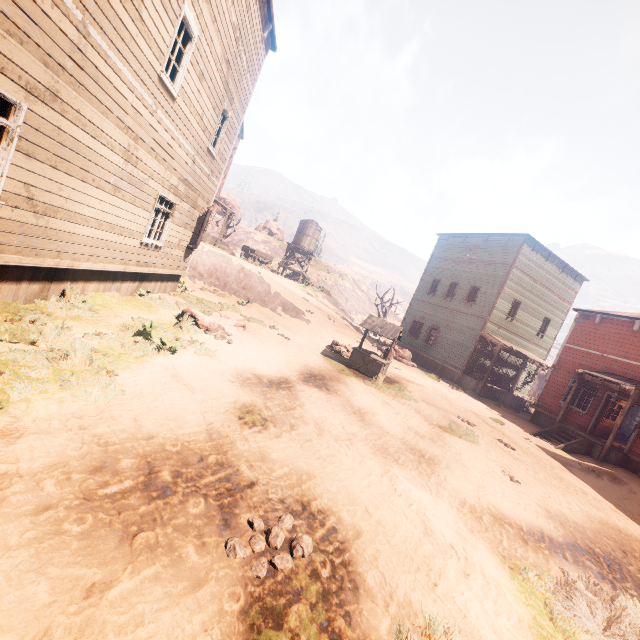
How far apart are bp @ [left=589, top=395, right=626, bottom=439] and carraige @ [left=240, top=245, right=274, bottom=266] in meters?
27.6

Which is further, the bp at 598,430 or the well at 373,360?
the bp at 598,430

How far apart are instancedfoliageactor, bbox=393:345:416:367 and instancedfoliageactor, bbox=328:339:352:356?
7.4 meters

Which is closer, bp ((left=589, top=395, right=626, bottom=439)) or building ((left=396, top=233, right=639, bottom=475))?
building ((left=396, top=233, right=639, bottom=475))

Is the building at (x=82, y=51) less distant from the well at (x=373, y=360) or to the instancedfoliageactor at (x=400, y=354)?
the instancedfoliageactor at (x=400, y=354)

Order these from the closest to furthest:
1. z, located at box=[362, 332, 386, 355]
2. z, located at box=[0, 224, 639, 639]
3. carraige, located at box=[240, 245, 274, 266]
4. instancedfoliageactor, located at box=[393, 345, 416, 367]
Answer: z, located at box=[0, 224, 639, 639]
z, located at box=[362, 332, 386, 355]
instancedfoliageactor, located at box=[393, 345, 416, 367]
carraige, located at box=[240, 245, 274, 266]

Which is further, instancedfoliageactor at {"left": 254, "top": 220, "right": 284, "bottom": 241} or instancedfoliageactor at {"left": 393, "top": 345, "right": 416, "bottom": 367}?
instancedfoliageactor at {"left": 254, "top": 220, "right": 284, "bottom": 241}

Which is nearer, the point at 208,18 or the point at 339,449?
the point at 339,449
